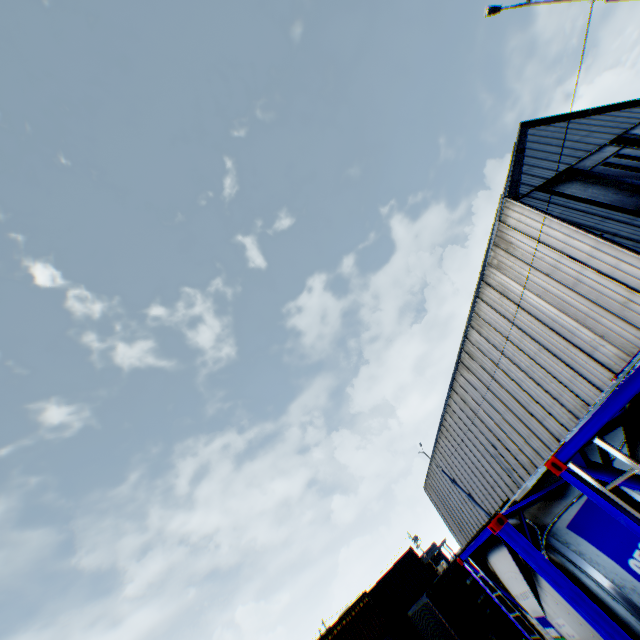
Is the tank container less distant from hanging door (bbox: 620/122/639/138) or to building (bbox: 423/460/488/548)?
building (bbox: 423/460/488/548)

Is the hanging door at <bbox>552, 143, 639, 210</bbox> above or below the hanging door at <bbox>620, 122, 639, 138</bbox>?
below

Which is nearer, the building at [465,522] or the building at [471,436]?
the building at [471,436]

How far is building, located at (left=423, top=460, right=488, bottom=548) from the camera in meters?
37.0 m

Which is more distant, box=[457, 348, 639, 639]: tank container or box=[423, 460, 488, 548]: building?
box=[423, 460, 488, 548]: building

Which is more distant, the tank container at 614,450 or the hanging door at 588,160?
the hanging door at 588,160

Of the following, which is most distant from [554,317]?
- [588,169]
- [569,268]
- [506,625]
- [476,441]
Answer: [476,441]

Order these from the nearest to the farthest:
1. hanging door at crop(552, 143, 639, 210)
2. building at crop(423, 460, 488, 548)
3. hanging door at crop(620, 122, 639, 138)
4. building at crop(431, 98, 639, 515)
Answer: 1. building at crop(431, 98, 639, 515)
2. hanging door at crop(552, 143, 639, 210)
3. hanging door at crop(620, 122, 639, 138)
4. building at crop(423, 460, 488, 548)
